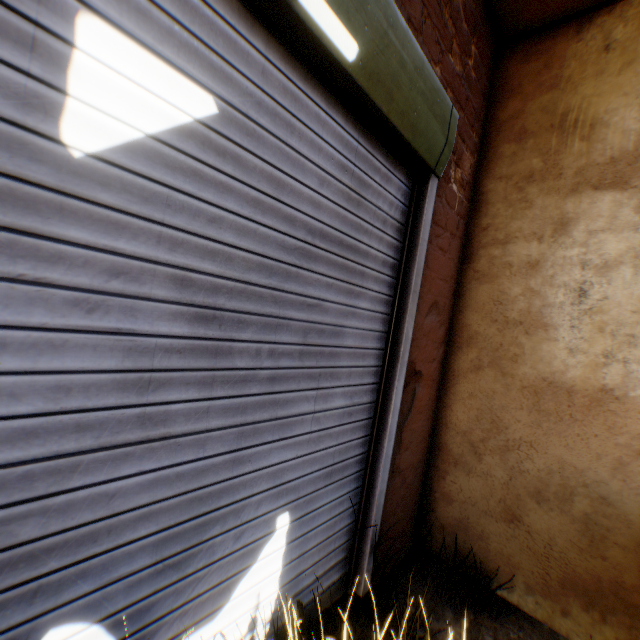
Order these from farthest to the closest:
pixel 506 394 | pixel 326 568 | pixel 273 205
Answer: pixel 506 394
pixel 326 568
pixel 273 205

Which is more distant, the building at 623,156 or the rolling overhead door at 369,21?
the building at 623,156

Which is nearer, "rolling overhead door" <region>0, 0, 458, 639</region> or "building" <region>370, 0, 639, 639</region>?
"rolling overhead door" <region>0, 0, 458, 639</region>
